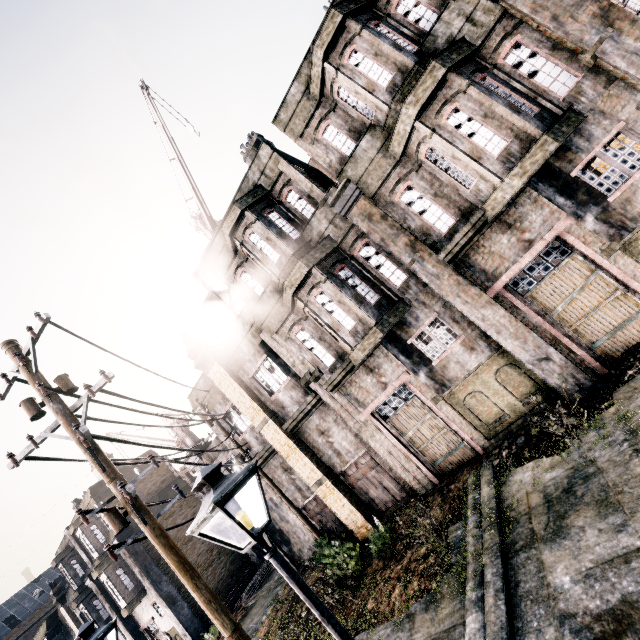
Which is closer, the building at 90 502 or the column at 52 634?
the building at 90 502

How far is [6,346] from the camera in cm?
600

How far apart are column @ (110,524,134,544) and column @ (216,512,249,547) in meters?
4.9 m

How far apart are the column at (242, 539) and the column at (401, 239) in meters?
26.0

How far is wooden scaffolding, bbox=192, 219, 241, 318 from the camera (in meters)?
17.33

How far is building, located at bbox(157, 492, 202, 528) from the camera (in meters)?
25.92

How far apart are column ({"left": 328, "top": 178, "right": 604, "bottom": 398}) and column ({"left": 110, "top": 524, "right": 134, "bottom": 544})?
26.9 meters

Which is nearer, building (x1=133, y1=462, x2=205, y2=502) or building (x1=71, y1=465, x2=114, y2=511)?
building (x1=71, y1=465, x2=114, y2=511)
